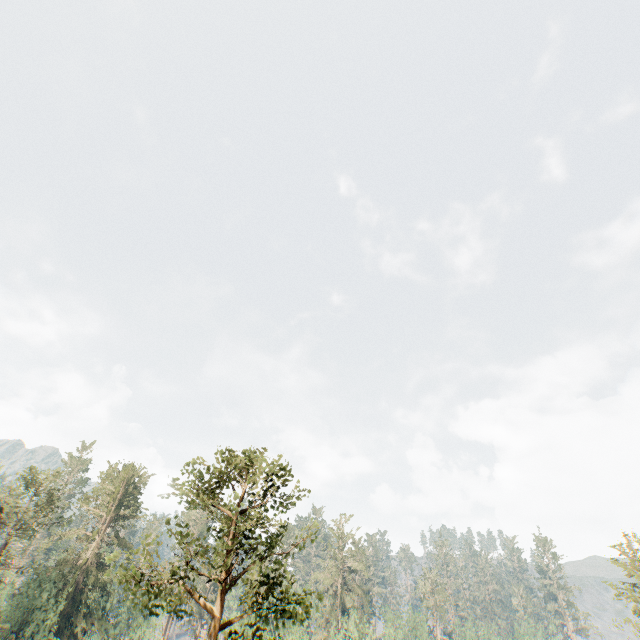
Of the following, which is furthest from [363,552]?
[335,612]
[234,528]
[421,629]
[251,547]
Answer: [234,528]
